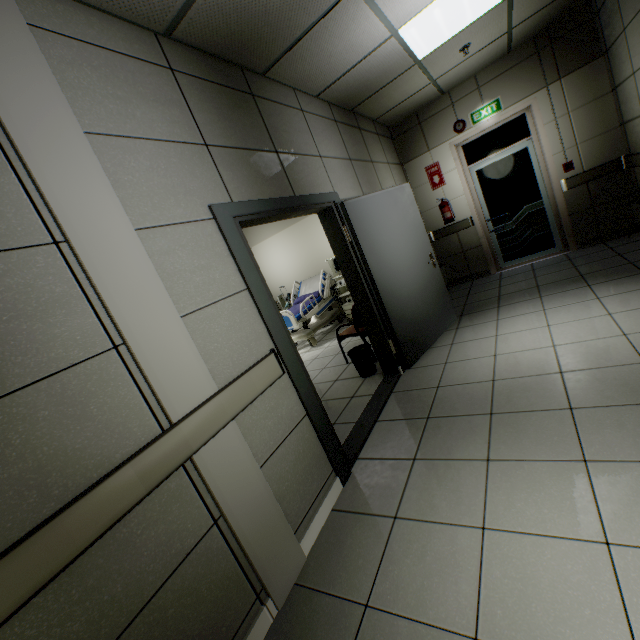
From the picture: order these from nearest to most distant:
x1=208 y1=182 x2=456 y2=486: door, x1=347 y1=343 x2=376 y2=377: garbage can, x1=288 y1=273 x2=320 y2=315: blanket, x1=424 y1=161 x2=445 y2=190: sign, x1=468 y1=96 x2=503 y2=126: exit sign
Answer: x1=208 y1=182 x2=456 y2=486: door
x1=347 y1=343 x2=376 y2=377: garbage can
x1=468 y1=96 x2=503 y2=126: exit sign
x1=424 y1=161 x2=445 y2=190: sign
x1=288 y1=273 x2=320 y2=315: blanket

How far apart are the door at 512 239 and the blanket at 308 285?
3.5 meters

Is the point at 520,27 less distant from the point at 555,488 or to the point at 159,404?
the point at 555,488

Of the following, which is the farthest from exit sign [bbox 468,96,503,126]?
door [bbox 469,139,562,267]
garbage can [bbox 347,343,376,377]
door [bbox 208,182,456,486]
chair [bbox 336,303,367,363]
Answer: garbage can [bbox 347,343,376,377]

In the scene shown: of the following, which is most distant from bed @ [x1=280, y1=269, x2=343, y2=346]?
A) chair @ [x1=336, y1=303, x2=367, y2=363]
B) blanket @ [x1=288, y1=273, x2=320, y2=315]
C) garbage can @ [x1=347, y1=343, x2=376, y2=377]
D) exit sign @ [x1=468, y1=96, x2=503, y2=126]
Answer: exit sign @ [x1=468, y1=96, x2=503, y2=126]

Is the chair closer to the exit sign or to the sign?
the sign

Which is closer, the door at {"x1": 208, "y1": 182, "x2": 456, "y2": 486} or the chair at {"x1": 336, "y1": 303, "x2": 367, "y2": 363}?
the door at {"x1": 208, "y1": 182, "x2": 456, "y2": 486}

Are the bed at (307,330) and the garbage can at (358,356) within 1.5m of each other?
no
